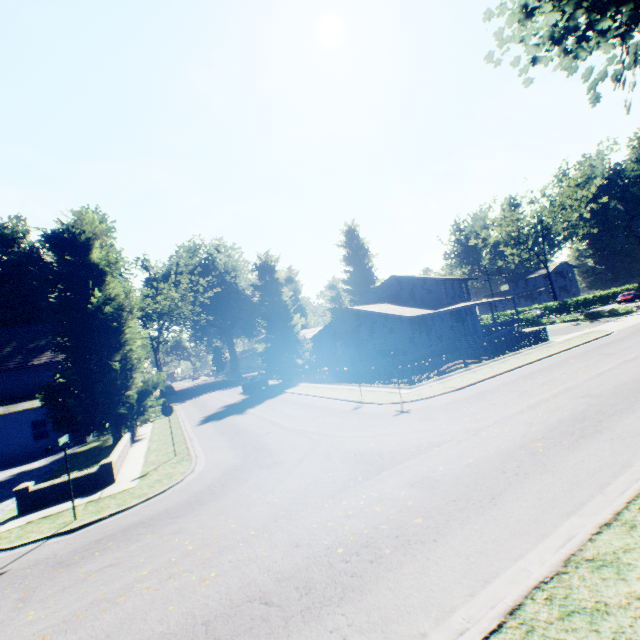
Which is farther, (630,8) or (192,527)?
(192,527)

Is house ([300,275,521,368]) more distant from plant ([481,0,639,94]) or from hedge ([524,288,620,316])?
hedge ([524,288,620,316])

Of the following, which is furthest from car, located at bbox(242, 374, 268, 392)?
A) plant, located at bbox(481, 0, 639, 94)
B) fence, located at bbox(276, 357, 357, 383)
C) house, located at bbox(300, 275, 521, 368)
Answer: house, located at bbox(300, 275, 521, 368)

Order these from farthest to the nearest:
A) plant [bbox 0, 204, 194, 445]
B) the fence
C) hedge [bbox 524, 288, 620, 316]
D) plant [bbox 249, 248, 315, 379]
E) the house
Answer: hedge [bbox 524, 288, 620, 316] < plant [bbox 249, 248, 315, 379] < the house < the fence < plant [bbox 0, 204, 194, 445]

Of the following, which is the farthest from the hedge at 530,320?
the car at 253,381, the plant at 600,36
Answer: the car at 253,381

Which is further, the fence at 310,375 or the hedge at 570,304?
the hedge at 570,304

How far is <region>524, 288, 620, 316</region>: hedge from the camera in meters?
53.3 m

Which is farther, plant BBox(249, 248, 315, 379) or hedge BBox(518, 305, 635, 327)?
plant BBox(249, 248, 315, 379)
